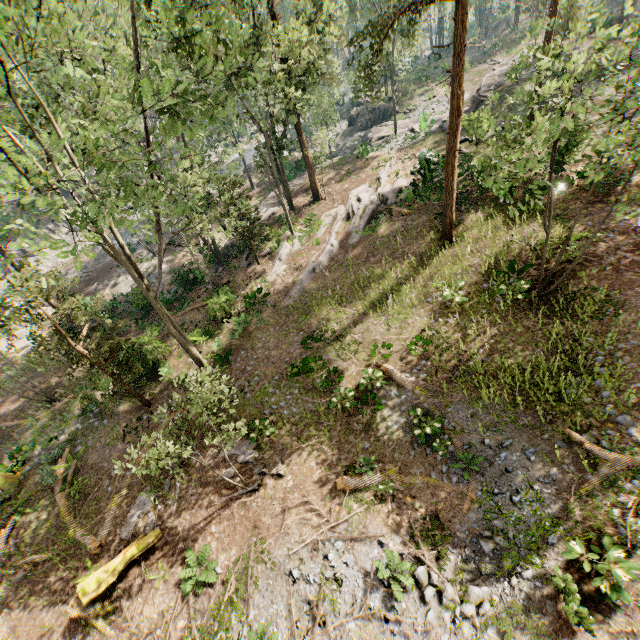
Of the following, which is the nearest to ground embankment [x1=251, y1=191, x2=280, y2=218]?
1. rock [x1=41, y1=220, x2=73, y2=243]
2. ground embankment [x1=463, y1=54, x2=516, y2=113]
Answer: ground embankment [x1=463, y1=54, x2=516, y2=113]

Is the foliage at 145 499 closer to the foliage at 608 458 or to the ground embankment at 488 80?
the foliage at 608 458

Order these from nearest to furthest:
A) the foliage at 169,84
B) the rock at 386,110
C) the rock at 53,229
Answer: the foliage at 169,84
the rock at 386,110
the rock at 53,229

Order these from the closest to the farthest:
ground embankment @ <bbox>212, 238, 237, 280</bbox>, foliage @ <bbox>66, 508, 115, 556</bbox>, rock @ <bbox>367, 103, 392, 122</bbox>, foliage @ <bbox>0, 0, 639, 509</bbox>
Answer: foliage @ <bbox>0, 0, 639, 509</bbox> → foliage @ <bbox>66, 508, 115, 556</bbox> → ground embankment @ <bbox>212, 238, 237, 280</bbox> → rock @ <bbox>367, 103, 392, 122</bbox>

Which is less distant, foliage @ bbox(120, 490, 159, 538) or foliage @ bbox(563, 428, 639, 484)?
foliage @ bbox(563, 428, 639, 484)

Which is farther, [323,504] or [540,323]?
[540,323]

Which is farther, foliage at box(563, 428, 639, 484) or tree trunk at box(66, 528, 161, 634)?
tree trunk at box(66, 528, 161, 634)

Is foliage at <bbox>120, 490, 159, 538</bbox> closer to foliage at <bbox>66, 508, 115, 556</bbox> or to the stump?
foliage at <bbox>66, 508, 115, 556</bbox>
